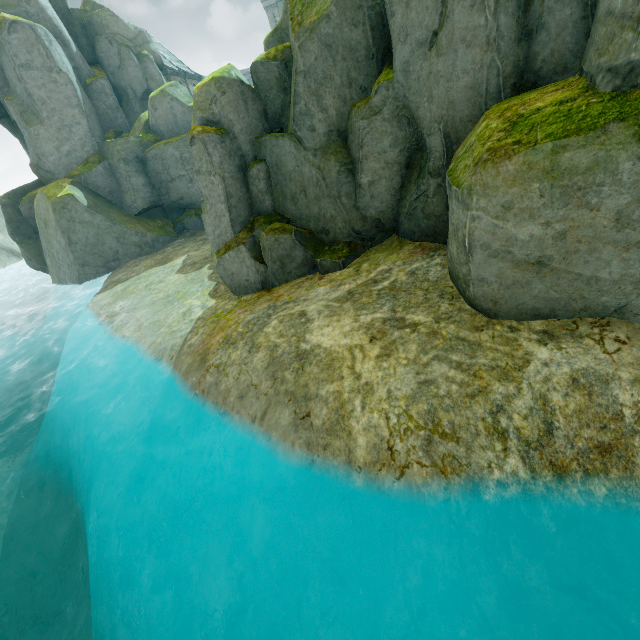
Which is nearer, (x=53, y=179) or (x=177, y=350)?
(x=177, y=350)

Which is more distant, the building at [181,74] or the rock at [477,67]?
the building at [181,74]

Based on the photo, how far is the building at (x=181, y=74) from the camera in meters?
34.2 m

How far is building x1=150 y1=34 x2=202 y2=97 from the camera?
34.2m

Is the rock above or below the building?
below

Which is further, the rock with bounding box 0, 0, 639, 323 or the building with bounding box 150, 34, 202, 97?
the building with bounding box 150, 34, 202, 97
